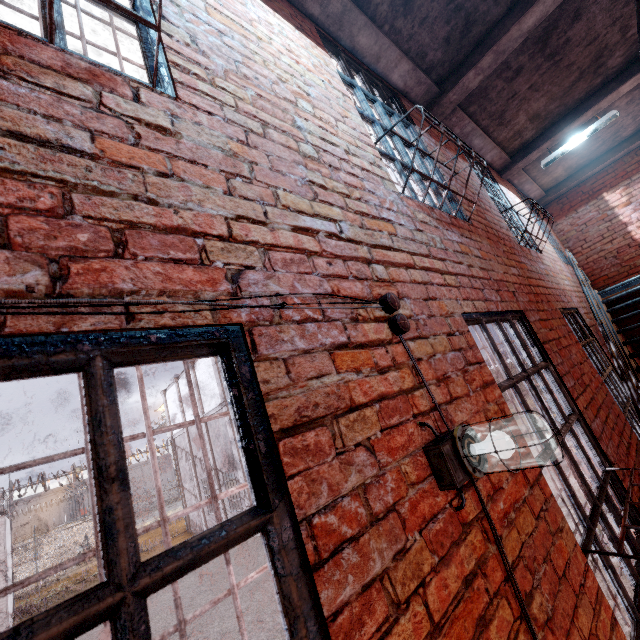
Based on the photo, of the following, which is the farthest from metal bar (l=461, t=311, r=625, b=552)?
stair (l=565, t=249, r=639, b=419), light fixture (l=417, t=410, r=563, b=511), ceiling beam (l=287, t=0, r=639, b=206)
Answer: ceiling beam (l=287, t=0, r=639, b=206)

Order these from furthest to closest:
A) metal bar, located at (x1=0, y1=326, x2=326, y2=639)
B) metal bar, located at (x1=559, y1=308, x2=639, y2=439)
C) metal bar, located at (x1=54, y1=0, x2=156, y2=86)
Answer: metal bar, located at (x1=559, y1=308, x2=639, y2=439) < metal bar, located at (x1=54, y1=0, x2=156, y2=86) < metal bar, located at (x1=0, y1=326, x2=326, y2=639)

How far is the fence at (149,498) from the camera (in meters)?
53.03

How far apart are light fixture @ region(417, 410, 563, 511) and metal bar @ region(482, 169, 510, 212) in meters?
4.1 m

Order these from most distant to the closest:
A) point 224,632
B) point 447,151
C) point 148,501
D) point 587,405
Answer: point 148,501 → point 224,632 → point 447,151 → point 587,405

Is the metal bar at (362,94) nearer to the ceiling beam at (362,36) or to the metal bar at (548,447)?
the ceiling beam at (362,36)

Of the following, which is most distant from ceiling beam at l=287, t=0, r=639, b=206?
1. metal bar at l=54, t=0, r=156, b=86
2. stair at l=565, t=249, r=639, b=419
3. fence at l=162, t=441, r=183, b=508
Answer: fence at l=162, t=441, r=183, b=508

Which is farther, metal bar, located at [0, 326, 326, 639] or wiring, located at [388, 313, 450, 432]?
wiring, located at [388, 313, 450, 432]
